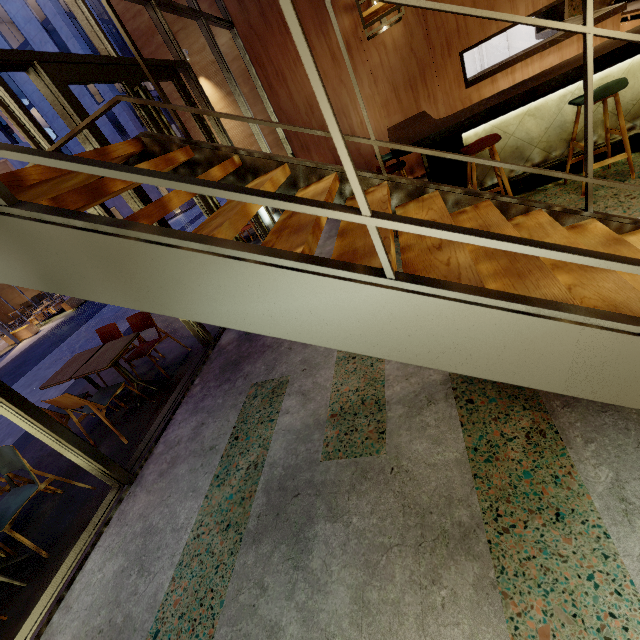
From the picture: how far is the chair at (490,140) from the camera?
3.3m

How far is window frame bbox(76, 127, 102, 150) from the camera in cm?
365

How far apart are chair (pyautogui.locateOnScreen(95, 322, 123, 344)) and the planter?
13.48m

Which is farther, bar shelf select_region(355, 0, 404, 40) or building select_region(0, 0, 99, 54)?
building select_region(0, 0, 99, 54)

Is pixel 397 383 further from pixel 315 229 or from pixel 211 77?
pixel 211 77

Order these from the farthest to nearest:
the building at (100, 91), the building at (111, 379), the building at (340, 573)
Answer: the building at (100, 91), the building at (111, 379), the building at (340, 573)

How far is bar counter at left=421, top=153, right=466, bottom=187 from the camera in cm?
404
